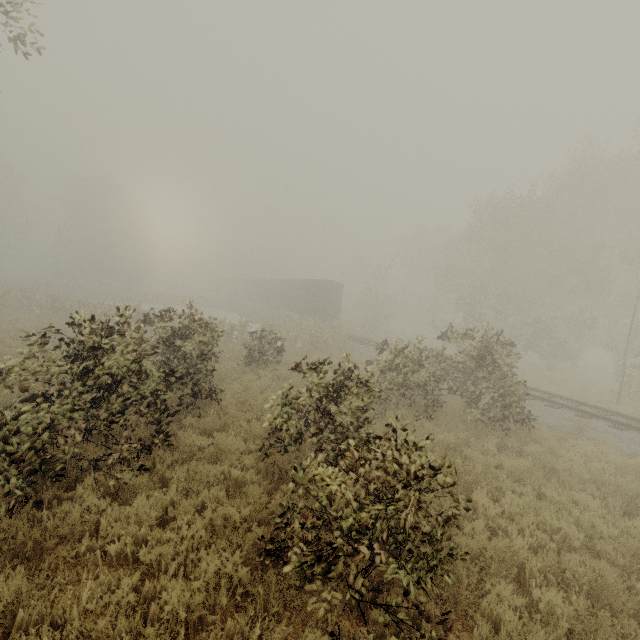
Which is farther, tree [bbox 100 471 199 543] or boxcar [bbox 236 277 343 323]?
boxcar [bbox 236 277 343 323]

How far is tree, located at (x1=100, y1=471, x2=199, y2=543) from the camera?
4.6 meters

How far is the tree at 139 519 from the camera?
4.6 meters

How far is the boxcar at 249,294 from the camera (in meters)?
31.91

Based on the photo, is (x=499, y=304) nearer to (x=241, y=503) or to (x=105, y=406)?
(x=241, y=503)

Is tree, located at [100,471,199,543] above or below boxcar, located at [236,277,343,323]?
below

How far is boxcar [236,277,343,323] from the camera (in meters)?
31.91
